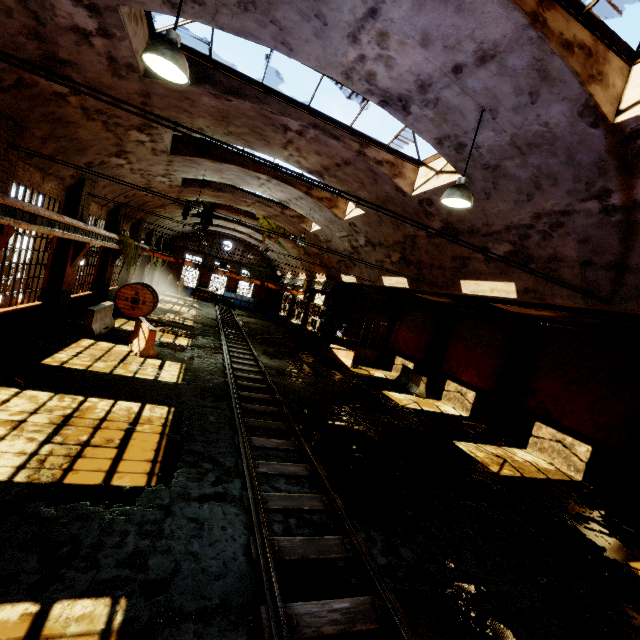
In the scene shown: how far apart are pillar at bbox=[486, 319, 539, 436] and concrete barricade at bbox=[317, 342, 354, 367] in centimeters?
790cm

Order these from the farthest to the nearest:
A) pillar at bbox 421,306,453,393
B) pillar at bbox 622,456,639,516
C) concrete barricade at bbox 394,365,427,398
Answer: pillar at bbox 421,306,453,393, concrete barricade at bbox 394,365,427,398, pillar at bbox 622,456,639,516

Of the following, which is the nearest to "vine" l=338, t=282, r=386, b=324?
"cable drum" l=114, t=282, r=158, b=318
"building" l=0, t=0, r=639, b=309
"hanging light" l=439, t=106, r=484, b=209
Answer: "building" l=0, t=0, r=639, b=309

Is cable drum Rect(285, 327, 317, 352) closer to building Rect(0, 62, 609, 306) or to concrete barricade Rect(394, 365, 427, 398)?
building Rect(0, 62, 609, 306)

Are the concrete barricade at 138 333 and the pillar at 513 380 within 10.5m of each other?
no

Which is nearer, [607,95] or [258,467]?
[607,95]

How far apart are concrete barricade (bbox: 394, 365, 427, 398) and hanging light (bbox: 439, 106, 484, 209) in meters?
12.2

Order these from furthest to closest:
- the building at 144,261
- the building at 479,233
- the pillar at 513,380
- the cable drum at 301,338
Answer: the building at 144,261
the cable drum at 301,338
the pillar at 513,380
the building at 479,233
